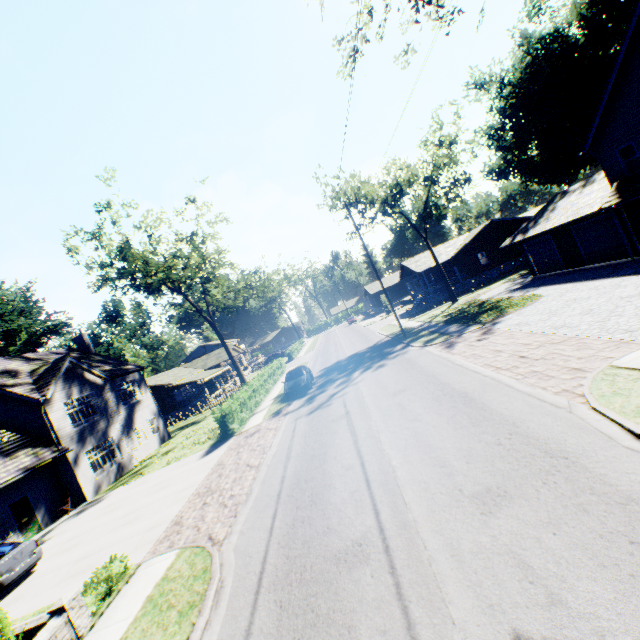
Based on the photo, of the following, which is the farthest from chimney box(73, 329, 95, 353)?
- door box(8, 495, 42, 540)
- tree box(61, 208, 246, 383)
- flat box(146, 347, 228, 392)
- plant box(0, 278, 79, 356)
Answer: plant box(0, 278, 79, 356)

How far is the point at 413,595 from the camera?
4.8 meters

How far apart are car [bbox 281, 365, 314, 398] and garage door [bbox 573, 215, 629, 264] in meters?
20.8 m

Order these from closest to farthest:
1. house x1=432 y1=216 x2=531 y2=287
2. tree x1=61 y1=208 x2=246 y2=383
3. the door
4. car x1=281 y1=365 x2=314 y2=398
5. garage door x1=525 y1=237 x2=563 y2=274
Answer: the door, car x1=281 y1=365 x2=314 y2=398, garage door x1=525 y1=237 x2=563 y2=274, tree x1=61 y1=208 x2=246 y2=383, house x1=432 y1=216 x2=531 y2=287

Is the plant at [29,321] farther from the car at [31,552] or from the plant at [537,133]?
the plant at [537,133]

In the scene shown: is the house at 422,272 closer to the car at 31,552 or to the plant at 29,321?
the car at 31,552

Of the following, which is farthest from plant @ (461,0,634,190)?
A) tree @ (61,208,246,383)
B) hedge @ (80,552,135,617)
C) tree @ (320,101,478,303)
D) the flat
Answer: hedge @ (80,552,135,617)

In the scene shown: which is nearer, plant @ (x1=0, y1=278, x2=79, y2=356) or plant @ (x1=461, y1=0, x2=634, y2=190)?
plant @ (x1=461, y1=0, x2=634, y2=190)
